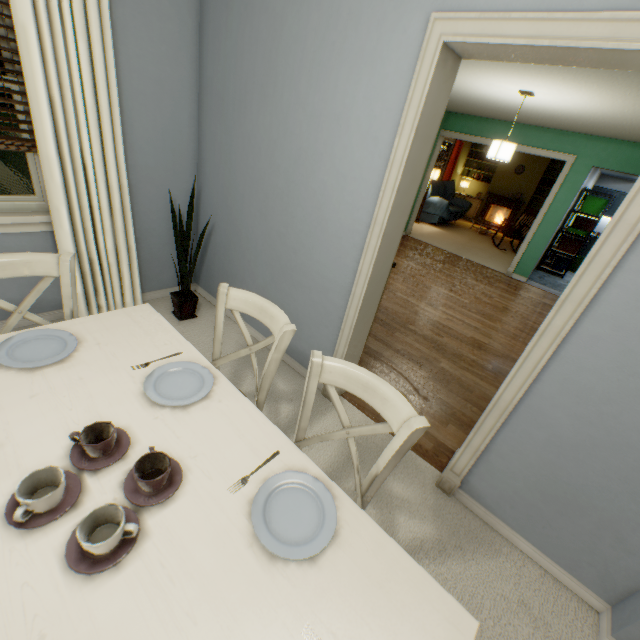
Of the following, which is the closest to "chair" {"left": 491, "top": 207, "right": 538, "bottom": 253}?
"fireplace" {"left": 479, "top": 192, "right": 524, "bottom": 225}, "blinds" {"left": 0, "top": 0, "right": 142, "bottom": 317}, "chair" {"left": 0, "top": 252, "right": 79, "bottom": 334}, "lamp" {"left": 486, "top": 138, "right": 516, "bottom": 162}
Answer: "fireplace" {"left": 479, "top": 192, "right": 524, "bottom": 225}

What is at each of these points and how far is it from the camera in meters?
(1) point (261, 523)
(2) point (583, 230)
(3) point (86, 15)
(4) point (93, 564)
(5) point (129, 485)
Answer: (1) plate, 0.8 m
(2) storage tub, 7.7 m
(3) blinds, 1.8 m
(4) plate, 0.7 m
(5) plate, 0.8 m

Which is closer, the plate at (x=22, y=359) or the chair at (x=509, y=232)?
the plate at (x=22, y=359)

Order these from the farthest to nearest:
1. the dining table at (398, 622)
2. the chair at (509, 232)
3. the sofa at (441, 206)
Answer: the sofa at (441, 206) → the chair at (509, 232) → the dining table at (398, 622)

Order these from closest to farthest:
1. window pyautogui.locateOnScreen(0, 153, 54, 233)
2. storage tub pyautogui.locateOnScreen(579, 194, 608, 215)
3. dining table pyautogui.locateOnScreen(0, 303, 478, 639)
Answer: dining table pyautogui.locateOnScreen(0, 303, 478, 639) → window pyautogui.locateOnScreen(0, 153, 54, 233) → storage tub pyautogui.locateOnScreen(579, 194, 608, 215)

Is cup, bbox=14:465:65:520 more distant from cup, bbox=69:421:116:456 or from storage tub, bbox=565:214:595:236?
storage tub, bbox=565:214:595:236

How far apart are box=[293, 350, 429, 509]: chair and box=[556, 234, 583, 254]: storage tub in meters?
9.0 m

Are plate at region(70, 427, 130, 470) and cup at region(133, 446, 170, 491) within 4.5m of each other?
yes
